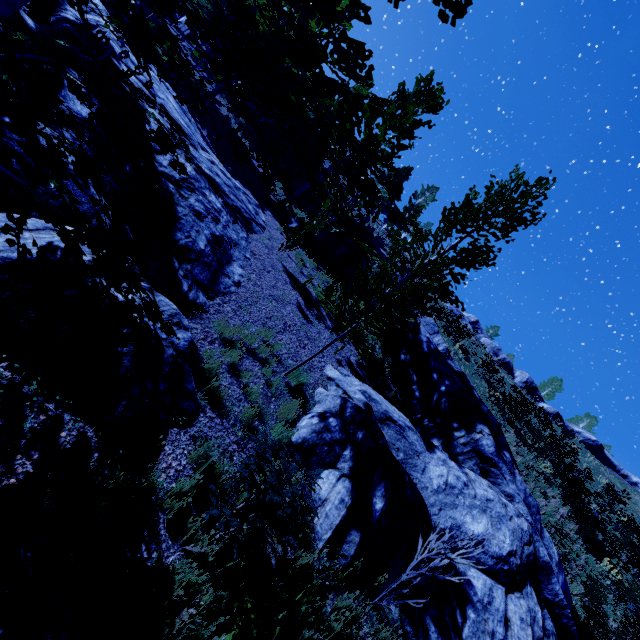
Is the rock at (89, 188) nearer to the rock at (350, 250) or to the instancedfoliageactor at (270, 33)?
the instancedfoliageactor at (270, 33)

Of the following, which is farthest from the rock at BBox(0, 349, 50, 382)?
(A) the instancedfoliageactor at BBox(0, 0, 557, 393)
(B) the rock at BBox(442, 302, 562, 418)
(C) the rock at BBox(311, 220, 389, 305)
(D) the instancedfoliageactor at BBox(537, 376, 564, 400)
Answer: (D) the instancedfoliageactor at BBox(537, 376, 564, 400)

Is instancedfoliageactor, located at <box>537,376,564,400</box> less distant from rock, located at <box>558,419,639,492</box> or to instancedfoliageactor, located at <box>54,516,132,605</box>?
rock, located at <box>558,419,639,492</box>

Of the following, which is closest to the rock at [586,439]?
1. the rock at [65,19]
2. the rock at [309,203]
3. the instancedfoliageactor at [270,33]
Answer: the instancedfoliageactor at [270,33]

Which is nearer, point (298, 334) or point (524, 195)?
point (298, 334)

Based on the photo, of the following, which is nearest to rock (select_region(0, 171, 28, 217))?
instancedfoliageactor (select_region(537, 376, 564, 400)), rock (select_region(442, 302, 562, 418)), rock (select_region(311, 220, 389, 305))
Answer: rock (select_region(311, 220, 389, 305))

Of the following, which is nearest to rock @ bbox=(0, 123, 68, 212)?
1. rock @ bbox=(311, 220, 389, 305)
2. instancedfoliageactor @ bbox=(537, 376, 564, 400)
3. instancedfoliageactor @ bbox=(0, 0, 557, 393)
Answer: instancedfoliageactor @ bbox=(0, 0, 557, 393)

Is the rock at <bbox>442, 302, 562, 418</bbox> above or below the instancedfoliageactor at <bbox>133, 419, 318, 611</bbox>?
above
